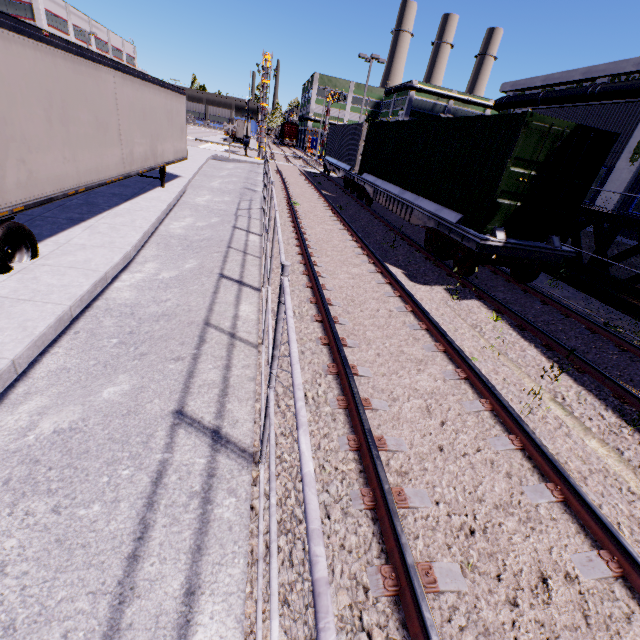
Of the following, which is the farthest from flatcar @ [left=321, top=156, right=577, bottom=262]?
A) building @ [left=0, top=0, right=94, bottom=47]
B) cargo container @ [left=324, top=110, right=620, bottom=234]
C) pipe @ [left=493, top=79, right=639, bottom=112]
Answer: pipe @ [left=493, top=79, right=639, bottom=112]

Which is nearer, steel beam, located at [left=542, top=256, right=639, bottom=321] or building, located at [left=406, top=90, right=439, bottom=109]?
steel beam, located at [left=542, top=256, right=639, bottom=321]

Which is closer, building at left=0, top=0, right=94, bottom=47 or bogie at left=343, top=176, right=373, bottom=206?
bogie at left=343, top=176, right=373, bottom=206

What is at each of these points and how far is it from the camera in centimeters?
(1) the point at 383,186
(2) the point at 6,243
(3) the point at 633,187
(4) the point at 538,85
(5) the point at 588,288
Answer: (1) flatcar, 1424cm
(2) semi trailer, 540cm
(3) building, 1337cm
(4) building, 2725cm
(5) steel beam, 1088cm

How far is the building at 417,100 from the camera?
58.94m

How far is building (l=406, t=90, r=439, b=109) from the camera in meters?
58.9

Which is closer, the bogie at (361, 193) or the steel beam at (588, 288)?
the steel beam at (588, 288)

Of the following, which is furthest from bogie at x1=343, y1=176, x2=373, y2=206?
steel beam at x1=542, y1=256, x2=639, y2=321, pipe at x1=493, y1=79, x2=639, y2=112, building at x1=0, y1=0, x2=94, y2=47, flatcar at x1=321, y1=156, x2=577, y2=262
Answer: steel beam at x1=542, y1=256, x2=639, y2=321
